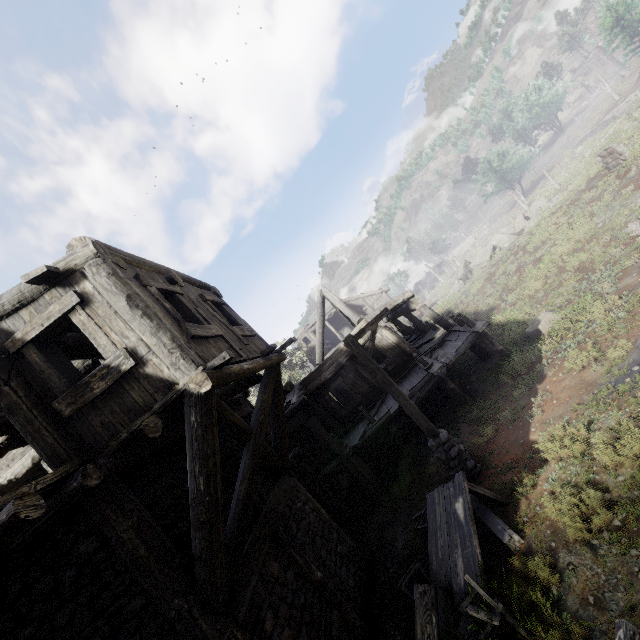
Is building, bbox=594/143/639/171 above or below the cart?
above

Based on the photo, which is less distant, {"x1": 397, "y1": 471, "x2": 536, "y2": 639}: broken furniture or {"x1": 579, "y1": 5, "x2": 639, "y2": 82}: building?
{"x1": 397, "y1": 471, "x2": 536, "y2": 639}: broken furniture

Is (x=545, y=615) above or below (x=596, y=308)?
below

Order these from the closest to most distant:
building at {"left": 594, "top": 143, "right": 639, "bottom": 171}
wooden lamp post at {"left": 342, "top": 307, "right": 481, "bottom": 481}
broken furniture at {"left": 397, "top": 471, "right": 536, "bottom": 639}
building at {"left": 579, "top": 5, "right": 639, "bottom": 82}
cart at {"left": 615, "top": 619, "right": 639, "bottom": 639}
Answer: cart at {"left": 615, "top": 619, "right": 639, "bottom": 639}
broken furniture at {"left": 397, "top": 471, "right": 536, "bottom": 639}
wooden lamp post at {"left": 342, "top": 307, "right": 481, "bottom": 481}
building at {"left": 594, "top": 143, "right": 639, "bottom": 171}
building at {"left": 579, "top": 5, "right": 639, "bottom": 82}

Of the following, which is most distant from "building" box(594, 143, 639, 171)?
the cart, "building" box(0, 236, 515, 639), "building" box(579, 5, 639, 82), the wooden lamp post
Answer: "building" box(579, 5, 639, 82)

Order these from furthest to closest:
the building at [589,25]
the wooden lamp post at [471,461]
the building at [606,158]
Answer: the building at [589,25], the building at [606,158], the wooden lamp post at [471,461]

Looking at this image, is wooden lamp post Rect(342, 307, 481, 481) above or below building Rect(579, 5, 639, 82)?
below

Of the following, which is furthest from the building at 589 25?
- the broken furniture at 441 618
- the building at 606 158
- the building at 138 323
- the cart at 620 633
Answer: the cart at 620 633
